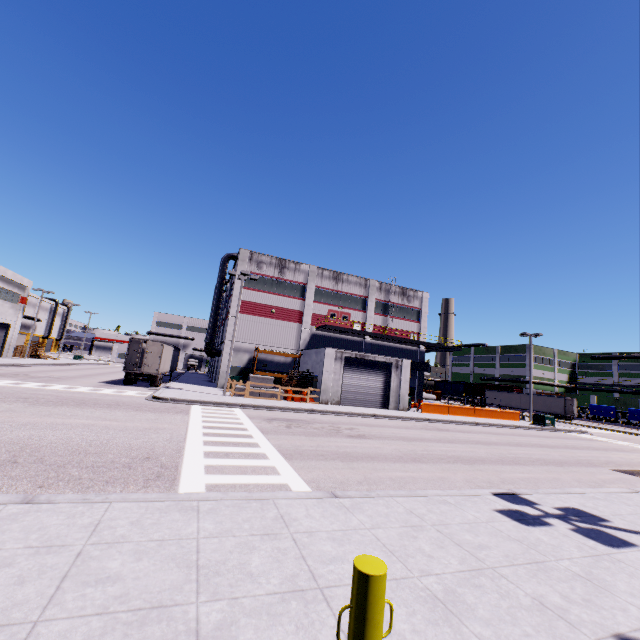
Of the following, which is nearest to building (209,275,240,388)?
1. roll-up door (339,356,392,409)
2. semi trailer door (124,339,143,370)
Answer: roll-up door (339,356,392,409)

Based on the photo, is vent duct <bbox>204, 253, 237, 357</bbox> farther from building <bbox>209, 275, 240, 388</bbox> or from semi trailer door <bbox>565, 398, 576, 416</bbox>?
semi trailer door <bbox>565, 398, 576, 416</bbox>

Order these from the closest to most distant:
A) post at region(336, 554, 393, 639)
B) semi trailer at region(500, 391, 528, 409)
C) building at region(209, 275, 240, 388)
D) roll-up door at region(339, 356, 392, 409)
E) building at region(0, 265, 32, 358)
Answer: post at region(336, 554, 393, 639) → roll-up door at region(339, 356, 392, 409) → building at region(209, 275, 240, 388) → building at region(0, 265, 32, 358) → semi trailer at region(500, 391, 528, 409)

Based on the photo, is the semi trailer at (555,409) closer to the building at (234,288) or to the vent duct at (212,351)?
the building at (234,288)

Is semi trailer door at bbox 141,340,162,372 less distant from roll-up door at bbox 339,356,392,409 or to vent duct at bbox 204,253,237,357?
vent duct at bbox 204,253,237,357

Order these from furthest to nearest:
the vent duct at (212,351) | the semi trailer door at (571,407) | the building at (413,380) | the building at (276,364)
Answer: the semi trailer door at (571,407) < the vent duct at (212,351) < the building at (276,364) < the building at (413,380)

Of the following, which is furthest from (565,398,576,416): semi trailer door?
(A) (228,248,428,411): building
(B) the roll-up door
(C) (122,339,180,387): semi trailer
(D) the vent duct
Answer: (D) the vent duct

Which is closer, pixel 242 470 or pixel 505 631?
pixel 505 631
